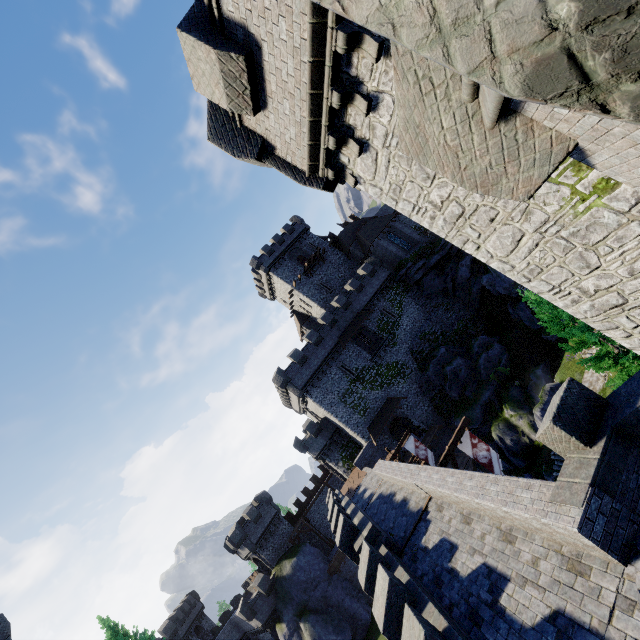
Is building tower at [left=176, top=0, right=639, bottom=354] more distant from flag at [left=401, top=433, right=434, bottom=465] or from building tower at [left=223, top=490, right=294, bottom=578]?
building tower at [left=223, top=490, right=294, bottom=578]

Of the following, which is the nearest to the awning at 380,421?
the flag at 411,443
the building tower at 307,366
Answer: the building tower at 307,366

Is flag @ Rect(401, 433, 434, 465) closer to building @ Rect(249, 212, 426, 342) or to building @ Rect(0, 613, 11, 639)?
building @ Rect(249, 212, 426, 342)

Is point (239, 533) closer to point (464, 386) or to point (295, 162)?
point (464, 386)

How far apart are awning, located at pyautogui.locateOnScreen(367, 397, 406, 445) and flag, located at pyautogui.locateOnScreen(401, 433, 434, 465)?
8.65m

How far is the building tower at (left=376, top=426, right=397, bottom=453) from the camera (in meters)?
34.97

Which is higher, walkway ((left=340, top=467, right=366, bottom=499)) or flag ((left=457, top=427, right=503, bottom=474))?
walkway ((left=340, top=467, right=366, bottom=499))

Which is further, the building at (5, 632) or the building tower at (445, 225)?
the building at (5, 632)
